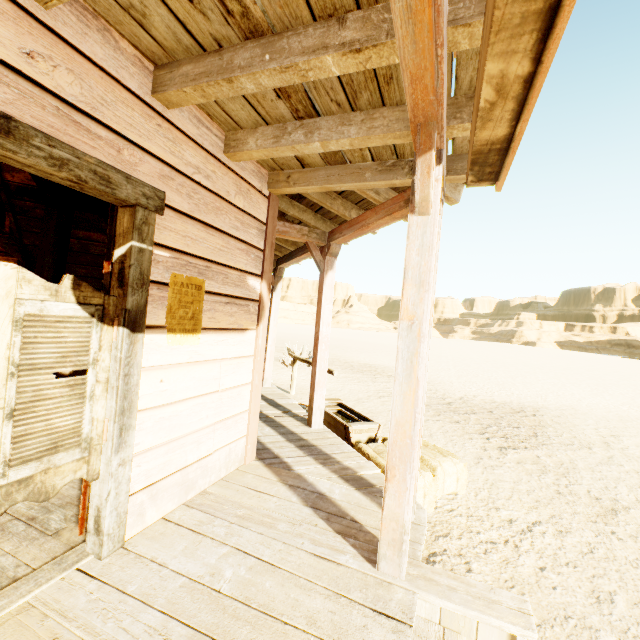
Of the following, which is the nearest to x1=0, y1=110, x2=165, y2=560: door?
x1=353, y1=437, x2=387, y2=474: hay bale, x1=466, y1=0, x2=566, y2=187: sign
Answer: x1=466, y1=0, x2=566, y2=187: sign

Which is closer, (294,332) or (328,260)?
(328,260)

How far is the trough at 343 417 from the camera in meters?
4.7

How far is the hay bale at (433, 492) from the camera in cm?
339

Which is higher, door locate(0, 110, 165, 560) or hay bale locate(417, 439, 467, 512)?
door locate(0, 110, 165, 560)

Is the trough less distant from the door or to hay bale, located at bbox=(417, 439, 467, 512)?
hay bale, located at bbox=(417, 439, 467, 512)

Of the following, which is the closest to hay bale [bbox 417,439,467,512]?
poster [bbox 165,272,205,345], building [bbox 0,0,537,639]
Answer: building [bbox 0,0,537,639]

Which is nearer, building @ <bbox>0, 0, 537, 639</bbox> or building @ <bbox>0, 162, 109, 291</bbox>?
building @ <bbox>0, 0, 537, 639</bbox>
